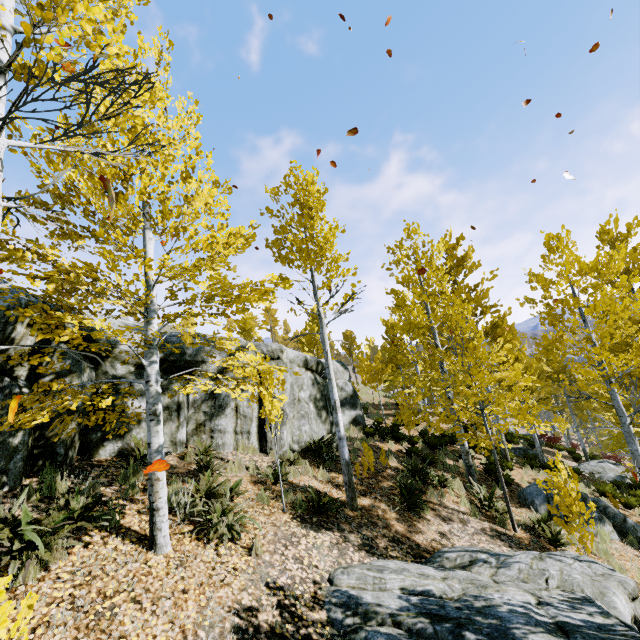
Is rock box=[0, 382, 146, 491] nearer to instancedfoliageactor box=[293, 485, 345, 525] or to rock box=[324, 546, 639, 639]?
instancedfoliageactor box=[293, 485, 345, 525]

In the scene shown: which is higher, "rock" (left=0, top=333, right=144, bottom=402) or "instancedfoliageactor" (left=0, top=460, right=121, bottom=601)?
"rock" (left=0, top=333, right=144, bottom=402)

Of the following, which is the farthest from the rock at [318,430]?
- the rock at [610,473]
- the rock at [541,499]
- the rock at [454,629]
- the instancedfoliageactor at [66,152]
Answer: the rock at [610,473]

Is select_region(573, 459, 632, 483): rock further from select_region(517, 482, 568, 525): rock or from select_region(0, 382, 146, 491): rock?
select_region(0, 382, 146, 491): rock

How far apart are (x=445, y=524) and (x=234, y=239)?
8.10m

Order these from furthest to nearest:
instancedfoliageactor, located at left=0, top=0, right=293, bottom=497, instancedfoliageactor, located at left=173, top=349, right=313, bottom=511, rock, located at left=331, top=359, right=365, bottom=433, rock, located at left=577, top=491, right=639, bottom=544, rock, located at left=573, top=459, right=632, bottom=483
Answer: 1. rock, located at left=573, top=459, right=632, bottom=483
2. rock, located at left=331, top=359, right=365, bottom=433
3. rock, located at left=577, top=491, right=639, bottom=544
4. instancedfoliageactor, located at left=173, top=349, right=313, bottom=511
5. instancedfoliageactor, located at left=0, top=0, right=293, bottom=497

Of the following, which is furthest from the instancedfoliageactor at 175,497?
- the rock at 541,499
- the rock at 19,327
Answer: the rock at 541,499
